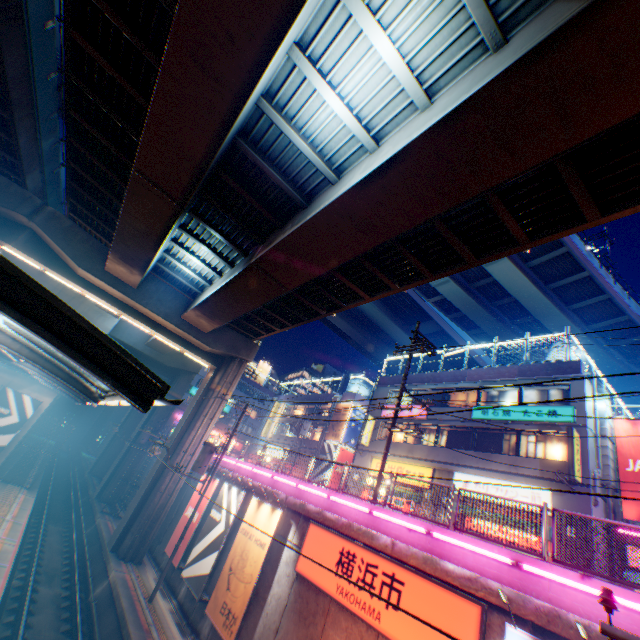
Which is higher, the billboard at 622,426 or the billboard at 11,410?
the billboard at 622,426

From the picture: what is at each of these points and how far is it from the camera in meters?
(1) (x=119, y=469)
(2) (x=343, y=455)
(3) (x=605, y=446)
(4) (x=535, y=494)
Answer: (1) overpass support, 30.8
(2) billboard, 33.8
(3) ventilation tube, 16.9
(4) sign, 16.9

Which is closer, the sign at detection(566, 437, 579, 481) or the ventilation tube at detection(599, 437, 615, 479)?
the sign at detection(566, 437, 579, 481)

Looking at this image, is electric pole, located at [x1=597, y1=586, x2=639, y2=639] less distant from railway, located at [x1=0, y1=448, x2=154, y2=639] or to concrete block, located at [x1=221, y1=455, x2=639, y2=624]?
railway, located at [x1=0, y1=448, x2=154, y2=639]

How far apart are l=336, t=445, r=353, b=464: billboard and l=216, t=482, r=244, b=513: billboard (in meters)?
16.92

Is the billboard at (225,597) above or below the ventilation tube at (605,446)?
below

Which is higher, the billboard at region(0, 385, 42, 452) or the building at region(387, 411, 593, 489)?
the building at region(387, 411, 593, 489)

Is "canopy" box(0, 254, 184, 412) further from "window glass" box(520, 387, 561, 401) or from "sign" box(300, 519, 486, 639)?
"window glass" box(520, 387, 561, 401)
